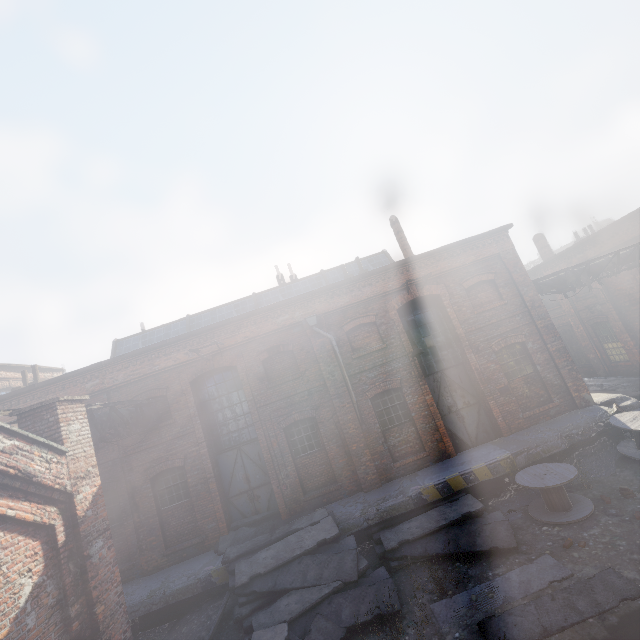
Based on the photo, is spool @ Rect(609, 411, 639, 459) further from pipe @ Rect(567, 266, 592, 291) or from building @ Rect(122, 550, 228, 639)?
pipe @ Rect(567, 266, 592, 291)

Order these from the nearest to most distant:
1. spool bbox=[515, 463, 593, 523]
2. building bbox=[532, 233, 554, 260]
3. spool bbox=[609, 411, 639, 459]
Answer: spool bbox=[515, 463, 593, 523] → spool bbox=[609, 411, 639, 459] → building bbox=[532, 233, 554, 260]

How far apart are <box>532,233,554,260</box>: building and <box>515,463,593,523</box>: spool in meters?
18.7 m

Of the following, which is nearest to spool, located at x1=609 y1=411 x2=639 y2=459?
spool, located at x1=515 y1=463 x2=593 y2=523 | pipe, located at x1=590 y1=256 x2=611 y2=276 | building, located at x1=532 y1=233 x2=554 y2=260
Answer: spool, located at x1=515 y1=463 x2=593 y2=523

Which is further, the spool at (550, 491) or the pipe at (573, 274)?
A: the pipe at (573, 274)

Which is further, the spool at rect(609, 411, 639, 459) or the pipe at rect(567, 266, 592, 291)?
the pipe at rect(567, 266, 592, 291)

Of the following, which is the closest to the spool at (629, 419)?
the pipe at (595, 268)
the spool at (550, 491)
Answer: the spool at (550, 491)

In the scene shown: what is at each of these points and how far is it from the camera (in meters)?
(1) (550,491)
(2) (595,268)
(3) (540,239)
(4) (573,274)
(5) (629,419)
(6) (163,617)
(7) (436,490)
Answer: (1) spool, 8.69
(2) pipe, 13.75
(3) building, 22.92
(4) pipe, 13.71
(5) spool, 9.94
(6) building, 9.91
(7) building, 10.06
